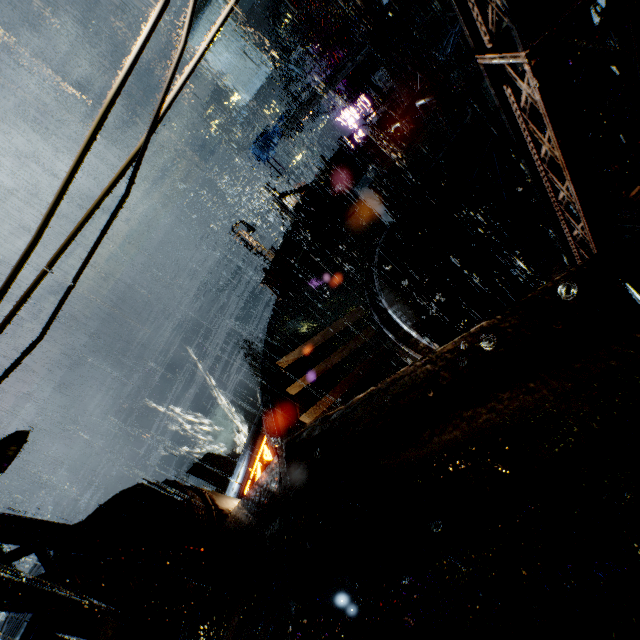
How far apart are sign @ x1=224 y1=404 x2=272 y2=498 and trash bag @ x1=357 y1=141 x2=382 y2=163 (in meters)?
12.67

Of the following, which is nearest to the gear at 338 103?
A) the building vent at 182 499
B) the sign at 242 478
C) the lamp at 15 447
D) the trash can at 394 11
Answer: the trash can at 394 11

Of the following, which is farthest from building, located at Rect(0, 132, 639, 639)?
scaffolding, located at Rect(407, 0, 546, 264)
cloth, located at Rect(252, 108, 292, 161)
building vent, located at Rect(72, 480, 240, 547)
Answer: cloth, located at Rect(252, 108, 292, 161)

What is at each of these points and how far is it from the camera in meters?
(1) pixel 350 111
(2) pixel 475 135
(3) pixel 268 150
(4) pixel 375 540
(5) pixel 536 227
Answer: (1) sign, 29.0 m
(2) building, 12.3 m
(3) cloth, 29.8 m
(4) building, 1.8 m
(5) building vent, 13.4 m

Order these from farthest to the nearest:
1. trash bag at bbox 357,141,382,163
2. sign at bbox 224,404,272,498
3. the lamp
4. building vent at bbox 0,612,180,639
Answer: trash bag at bbox 357,141,382,163 < sign at bbox 224,404,272,498 < building vent at bbox 0,612,180,639 < the lamp

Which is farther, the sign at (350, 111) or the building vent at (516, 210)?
the sign at (350, 111)

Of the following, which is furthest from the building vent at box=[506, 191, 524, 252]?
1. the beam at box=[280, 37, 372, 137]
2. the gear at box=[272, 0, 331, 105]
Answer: the gear at box=[272, 0, 331, 105]

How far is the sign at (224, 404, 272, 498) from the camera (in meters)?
10.62
